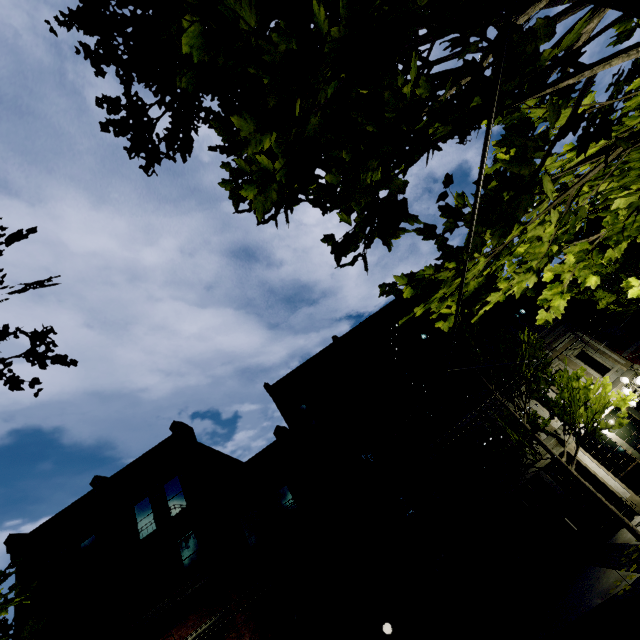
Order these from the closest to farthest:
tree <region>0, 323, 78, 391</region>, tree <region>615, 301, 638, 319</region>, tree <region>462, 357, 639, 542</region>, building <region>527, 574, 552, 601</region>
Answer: tree <region>0, 323, 78, 391</region> < tree <region>462, 357, 639, 542</region> < building <region>527, 574, 552, 601</region> < tree <region>615, 301, 638, 319</region>

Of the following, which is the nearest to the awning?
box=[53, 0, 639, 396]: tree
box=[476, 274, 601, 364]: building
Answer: box=[476, 274, 601, 364]: building

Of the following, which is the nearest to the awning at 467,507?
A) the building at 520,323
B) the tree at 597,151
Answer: the building at 520,323

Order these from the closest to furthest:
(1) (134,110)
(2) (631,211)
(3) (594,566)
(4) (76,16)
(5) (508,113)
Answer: (5) (508,113)
(2) (631,211)
(1) (134,110)
(4) (76,16)
(3) (594,566)

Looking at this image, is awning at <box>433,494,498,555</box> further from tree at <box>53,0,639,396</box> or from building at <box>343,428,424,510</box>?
tree at <box>53,0,639,396</box>

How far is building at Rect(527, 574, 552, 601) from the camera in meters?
11.9 m

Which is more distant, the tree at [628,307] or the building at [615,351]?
the building at [615,351]

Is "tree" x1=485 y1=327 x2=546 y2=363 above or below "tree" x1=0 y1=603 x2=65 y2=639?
below
